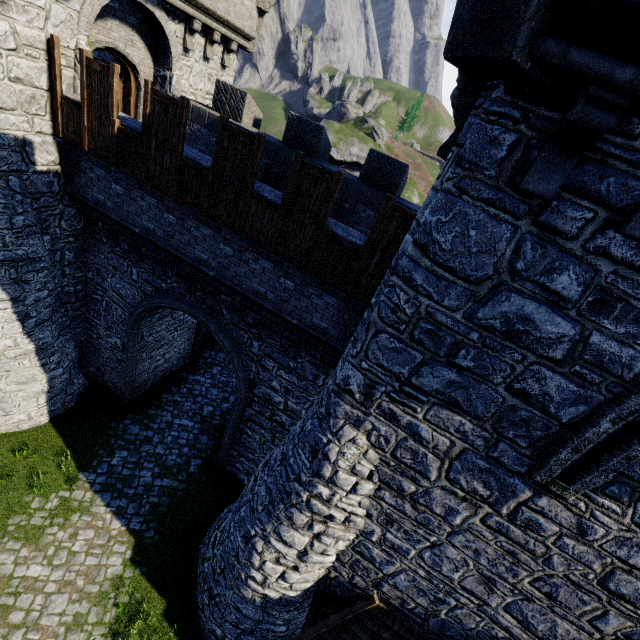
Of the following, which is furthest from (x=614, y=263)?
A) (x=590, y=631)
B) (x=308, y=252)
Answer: (x=590, y=631)

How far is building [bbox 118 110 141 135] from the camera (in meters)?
8.05

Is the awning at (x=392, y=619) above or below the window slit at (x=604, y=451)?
below

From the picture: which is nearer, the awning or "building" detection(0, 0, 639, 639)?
"building" detection(0, 0, 639, 639)

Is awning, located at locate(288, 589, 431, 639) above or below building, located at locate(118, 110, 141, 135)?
below

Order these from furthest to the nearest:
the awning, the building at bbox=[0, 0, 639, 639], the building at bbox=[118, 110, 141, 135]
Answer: the building at bbox=[118, 110, 141, 135]
the awning
the building at bbox=[0, 0, 639, 639]

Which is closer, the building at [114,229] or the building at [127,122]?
the building at [114,229]

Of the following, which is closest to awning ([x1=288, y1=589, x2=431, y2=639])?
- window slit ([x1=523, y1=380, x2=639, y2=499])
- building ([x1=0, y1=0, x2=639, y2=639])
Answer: building ([x1=0, y1=0, x2=639, y2=639])
